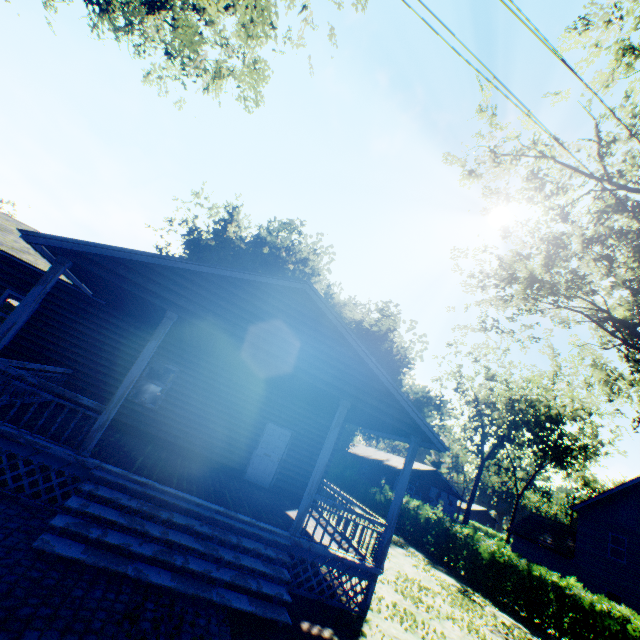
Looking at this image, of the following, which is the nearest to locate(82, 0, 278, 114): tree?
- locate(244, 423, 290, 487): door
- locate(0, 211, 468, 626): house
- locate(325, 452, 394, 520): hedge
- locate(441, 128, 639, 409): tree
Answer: locate(325, 452, 394, 520): hedge

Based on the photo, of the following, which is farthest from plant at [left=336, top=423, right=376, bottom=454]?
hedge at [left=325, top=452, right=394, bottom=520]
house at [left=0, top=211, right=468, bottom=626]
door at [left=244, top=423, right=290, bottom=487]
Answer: door at [left=244, top=423, right=290, bottom=487]

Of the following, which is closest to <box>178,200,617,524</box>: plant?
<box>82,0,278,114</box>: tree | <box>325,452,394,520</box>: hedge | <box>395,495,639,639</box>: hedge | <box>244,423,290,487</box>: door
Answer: <box>82,0,278,114</box>: tree

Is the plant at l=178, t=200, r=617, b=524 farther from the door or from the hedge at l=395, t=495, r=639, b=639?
the door

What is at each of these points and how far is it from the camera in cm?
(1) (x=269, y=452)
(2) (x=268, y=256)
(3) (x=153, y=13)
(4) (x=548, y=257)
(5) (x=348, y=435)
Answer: Result:
(1) door, 1252
(2) plant, 4494
(3) tree, 1536
(4) tree, 1463
(5) plant, 3372

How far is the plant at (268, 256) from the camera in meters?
39.3 m

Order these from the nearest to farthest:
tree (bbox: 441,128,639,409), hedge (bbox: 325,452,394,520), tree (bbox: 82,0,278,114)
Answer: tree (bbox: 82,0,278,114), tree (bbox: 441,128,639,409), hedge (bbox: 325,452,394,520)

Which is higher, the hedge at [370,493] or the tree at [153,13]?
the tree at [153,13]
